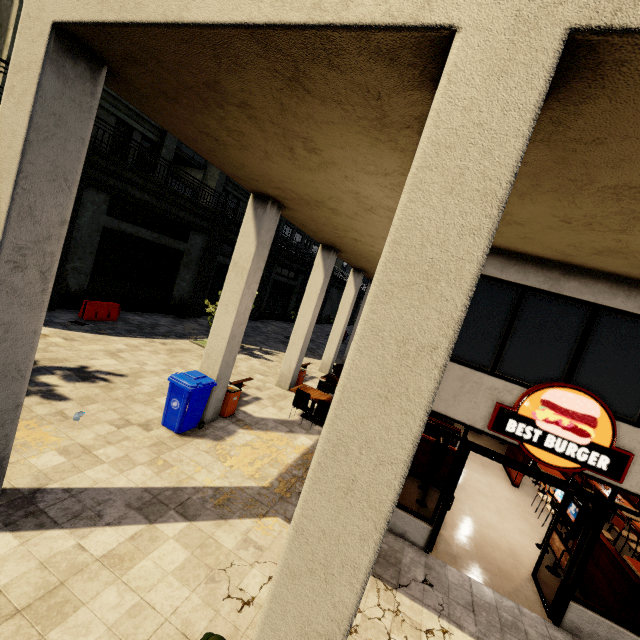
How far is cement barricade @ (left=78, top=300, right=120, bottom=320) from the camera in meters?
13.6

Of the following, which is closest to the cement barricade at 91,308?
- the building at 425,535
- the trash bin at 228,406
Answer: the building at 425,535

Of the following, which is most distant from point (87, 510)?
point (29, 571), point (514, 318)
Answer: point (514, 318)

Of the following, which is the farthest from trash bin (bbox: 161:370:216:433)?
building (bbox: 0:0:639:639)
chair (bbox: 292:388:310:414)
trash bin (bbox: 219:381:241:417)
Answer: chair (bbox: 292:388:310:414)

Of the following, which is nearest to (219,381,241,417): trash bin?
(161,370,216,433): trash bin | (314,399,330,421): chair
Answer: (161,370,216,433): trash bin

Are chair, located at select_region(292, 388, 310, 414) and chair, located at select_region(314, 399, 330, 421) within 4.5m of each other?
yes

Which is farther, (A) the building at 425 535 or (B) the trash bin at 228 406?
(B) the trash bin at 228 406

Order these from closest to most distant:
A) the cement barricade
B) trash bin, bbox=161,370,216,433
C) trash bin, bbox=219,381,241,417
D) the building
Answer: the building, trash bin, bbox=161,370,216,433, trash bin, bbox=219,381,241,417, the cement barricade
